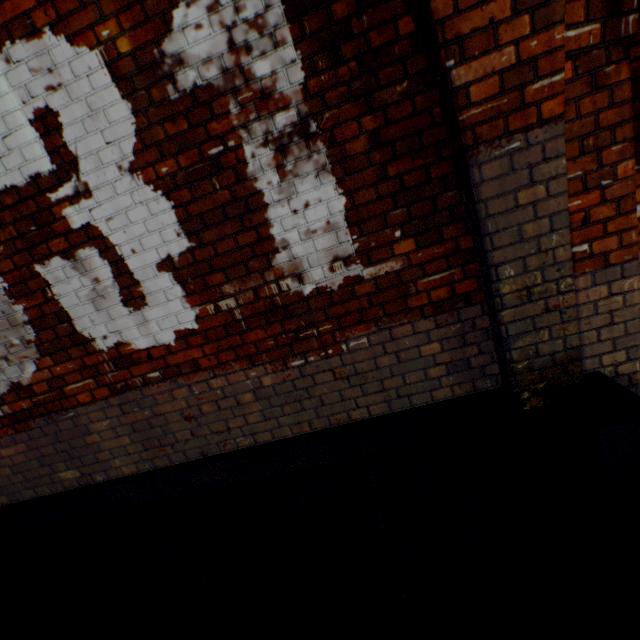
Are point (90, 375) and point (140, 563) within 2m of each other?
yes
